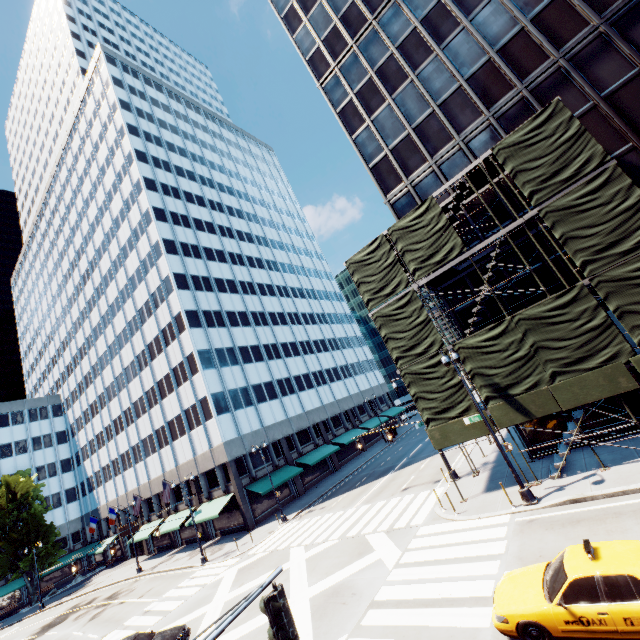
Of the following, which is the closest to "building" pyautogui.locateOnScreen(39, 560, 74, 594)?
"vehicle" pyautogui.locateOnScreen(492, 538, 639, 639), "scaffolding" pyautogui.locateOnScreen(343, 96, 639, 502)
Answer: "scaffolding" pyautogui.locateOnScreen(343, 96, 639, 502)

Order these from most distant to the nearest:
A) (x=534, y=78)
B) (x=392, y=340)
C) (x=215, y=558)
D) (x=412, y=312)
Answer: (x=215, y=558) < (x=392, y=340) < (x=412, y=312) < (x=534, y=78)

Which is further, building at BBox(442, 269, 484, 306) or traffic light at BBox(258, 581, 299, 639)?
building at BBox(442, 269, 484, 306)

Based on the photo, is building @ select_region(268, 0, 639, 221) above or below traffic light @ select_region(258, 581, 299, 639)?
above

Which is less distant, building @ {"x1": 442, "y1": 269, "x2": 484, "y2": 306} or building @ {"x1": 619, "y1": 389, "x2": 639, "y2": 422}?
building @ {"x1": 619, "y1": 389, "x2": 639, "y2": 422}

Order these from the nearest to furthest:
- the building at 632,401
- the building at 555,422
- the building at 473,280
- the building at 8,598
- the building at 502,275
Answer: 1. the building at 632,401
2. the building at 555,422
3. the building at 502,275
4. the building at 473,280
5. the building at 8,598

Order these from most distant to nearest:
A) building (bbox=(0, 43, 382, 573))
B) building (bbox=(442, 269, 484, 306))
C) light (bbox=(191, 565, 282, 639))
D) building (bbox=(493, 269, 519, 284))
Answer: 1. building (bbox=(0, 43, 382, 573))
2. building (bbox=(442, 269, 484, 306))
3. building (bbox=(493, 269, 519, 284))
4. light (bbox=(191, 565, 282, 639))

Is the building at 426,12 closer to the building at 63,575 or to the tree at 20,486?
the building at 63,575
